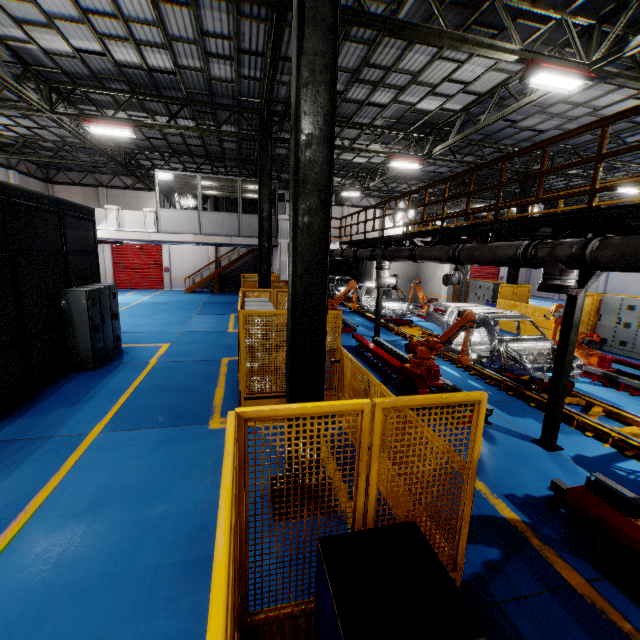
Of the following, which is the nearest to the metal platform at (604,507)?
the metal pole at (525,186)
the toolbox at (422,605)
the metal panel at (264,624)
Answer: the metal panel at (264,624)

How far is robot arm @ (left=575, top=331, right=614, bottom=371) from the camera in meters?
9.3 m

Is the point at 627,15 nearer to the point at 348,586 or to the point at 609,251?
the point at 609,251

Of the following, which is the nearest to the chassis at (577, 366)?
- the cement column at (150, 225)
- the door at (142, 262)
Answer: the cement column at (150, 225)

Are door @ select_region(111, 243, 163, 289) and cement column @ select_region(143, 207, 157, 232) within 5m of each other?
no

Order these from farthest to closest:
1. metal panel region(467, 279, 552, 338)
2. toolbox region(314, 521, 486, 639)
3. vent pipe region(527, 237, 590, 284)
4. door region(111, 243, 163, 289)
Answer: door region(111, 243, 163, 289), metal panel region(467, 279, 552, 338), vent pipe region(527, 237, 590, 284), toolbox region(314, 521, 486, 639)

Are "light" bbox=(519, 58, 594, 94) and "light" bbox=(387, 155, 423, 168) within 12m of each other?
yes

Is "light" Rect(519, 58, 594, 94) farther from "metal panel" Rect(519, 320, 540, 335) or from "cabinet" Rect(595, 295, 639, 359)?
"cabinet" Rect(595, 295, 639, 359)
